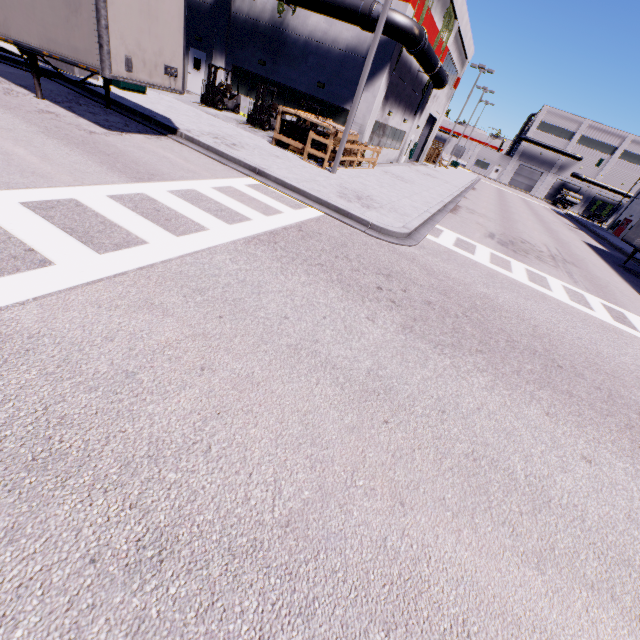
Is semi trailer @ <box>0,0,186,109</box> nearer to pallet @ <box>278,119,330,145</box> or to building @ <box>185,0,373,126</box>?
building @ <box>185,0,373,126</box>

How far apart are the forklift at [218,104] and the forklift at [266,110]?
2.4 meters

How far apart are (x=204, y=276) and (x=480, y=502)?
4.65m

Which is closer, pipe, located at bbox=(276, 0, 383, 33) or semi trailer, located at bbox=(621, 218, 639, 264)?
pipe, located at bbox=(276, 0, 383, 33)

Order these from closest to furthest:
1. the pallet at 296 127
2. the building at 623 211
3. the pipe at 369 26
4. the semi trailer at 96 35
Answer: the semi trailer at 96 35
the pallet at 296 127
the pipe at 369 26
the building at 623 211

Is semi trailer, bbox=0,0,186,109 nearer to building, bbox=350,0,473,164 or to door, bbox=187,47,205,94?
building, bbox=350,0,473,164

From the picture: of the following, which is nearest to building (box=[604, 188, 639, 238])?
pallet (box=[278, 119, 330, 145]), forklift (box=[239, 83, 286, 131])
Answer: forklift (box=[239, 83, 286, 131])

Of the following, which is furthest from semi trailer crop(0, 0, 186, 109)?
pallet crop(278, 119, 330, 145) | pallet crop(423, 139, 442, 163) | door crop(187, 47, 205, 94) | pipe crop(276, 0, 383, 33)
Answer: door crop(187, 47, 205, 94)
